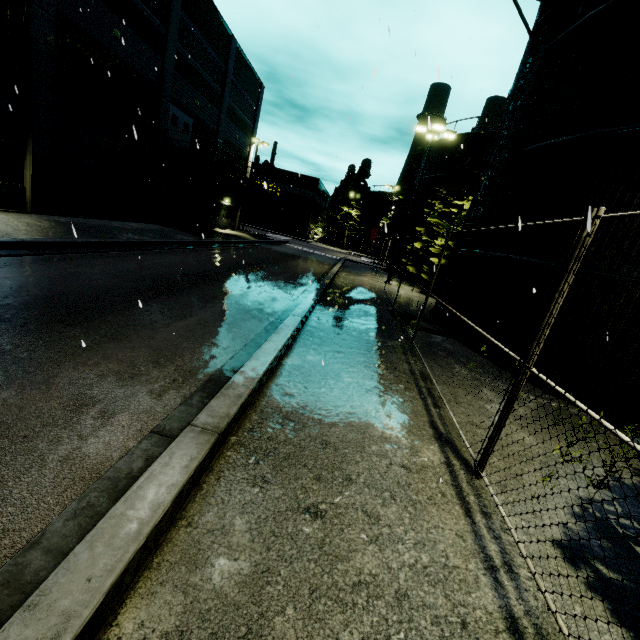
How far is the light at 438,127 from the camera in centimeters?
1903cm

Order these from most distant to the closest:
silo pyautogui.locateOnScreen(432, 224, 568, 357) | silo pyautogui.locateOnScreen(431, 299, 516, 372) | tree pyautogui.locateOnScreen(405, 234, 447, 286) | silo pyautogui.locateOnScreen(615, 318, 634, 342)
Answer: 1. tree pyautogui.locateOnScreen(405, 234, 447, 286)
2. silo pyautogui.locateOnScreen(431, 299, 516, 372)
3. silo pyautogui.locateOnScreen(432, 224, 568, 357)
4. silo pyautogui.locateOnScreen(615, 318, 634, 342)

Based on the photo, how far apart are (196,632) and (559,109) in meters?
12.3

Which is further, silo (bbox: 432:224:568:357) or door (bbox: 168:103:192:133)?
door (bbox: 168:103:192:133)

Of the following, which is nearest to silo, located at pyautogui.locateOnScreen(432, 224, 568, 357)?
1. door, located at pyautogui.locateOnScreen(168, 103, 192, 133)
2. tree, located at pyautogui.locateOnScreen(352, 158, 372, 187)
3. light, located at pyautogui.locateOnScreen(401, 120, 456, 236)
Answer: light, located at pyautogui.locateOnScreen(401, 120, 456, 236)

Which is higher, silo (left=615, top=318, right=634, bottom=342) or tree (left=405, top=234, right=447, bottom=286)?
silo (left=615, top=318, right=634, bottom=342)

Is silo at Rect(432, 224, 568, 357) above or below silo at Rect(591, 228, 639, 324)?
below

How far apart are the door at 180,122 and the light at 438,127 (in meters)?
15.68
